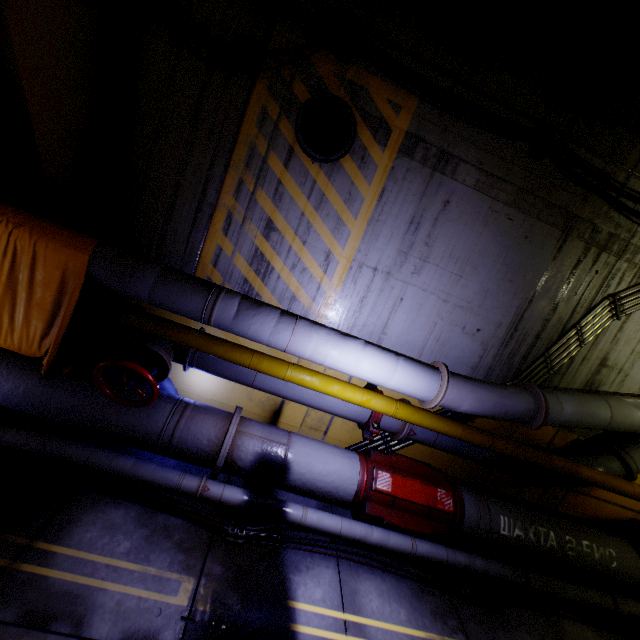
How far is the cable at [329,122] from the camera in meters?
4.2 m

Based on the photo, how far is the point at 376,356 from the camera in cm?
393

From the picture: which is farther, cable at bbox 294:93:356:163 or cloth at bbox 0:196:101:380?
cable at bbox 294:93:356:163

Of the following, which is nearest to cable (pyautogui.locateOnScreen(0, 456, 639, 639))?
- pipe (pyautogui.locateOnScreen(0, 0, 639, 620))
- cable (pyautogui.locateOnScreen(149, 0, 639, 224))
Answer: pipe (pyautogui.locateOnScreen(0, 0, 639, 620))

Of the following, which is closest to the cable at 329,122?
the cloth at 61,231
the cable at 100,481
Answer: the cloth at 61,231

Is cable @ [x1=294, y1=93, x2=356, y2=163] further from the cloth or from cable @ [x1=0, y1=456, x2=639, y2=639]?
cable @ [x1=0, y1=456, x2=639, y2=639]

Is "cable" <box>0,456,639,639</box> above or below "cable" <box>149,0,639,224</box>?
below

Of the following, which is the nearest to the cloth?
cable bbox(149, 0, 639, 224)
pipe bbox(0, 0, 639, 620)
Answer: pipe bbox(0, 0, 639, 620)
